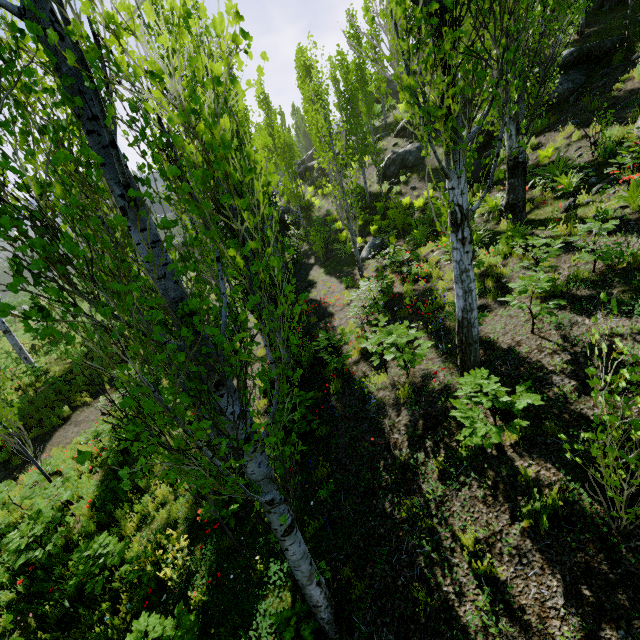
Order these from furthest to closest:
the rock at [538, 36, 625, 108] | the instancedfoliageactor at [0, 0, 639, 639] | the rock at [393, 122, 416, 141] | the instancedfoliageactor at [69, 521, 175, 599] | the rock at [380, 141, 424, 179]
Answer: the rock at [393, 122, 416, 141]
the rock at [380, 141, 424, 179]
the rock at [538, 36, 625, 108]
the instancedfoliageactor at [69, 521, 175, 599]
the instancedfoliageactor at [0, 0, 639, 639]

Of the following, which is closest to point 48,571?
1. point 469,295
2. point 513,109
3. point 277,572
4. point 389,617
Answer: point 277,572

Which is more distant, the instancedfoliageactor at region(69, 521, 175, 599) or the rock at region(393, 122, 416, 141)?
the rock at region(393, 122, 416, 141)

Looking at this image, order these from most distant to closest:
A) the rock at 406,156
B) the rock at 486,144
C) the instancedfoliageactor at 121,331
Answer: the rock at 406,156, the rock at 486,144, the instancedfoliageactor at 121,331

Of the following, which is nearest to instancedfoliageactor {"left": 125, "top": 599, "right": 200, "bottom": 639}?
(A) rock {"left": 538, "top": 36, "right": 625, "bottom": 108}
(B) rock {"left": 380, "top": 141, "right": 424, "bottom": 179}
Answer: (A) rock {"left": 538, "top": 36, "right": 625, "bottom": 108}

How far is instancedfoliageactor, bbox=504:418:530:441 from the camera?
4.1 meters

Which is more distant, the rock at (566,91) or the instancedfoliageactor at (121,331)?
the rock at (566,91)

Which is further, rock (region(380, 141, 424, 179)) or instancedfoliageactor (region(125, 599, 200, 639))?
rock (region(380, 141, 424, 179))
